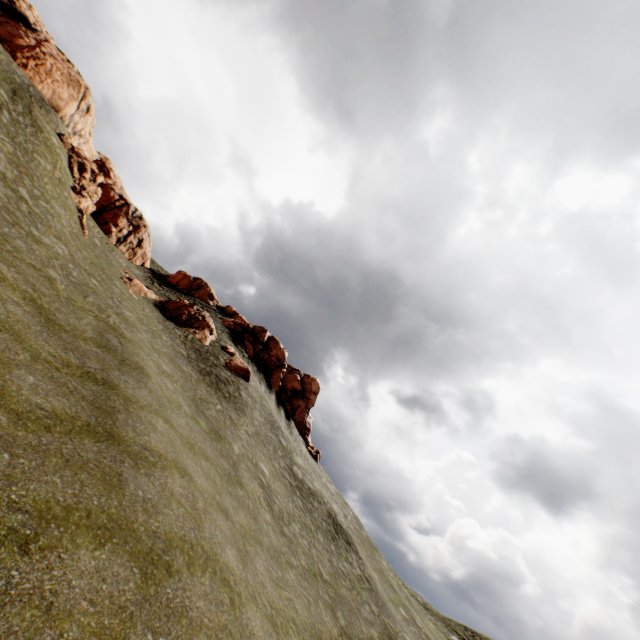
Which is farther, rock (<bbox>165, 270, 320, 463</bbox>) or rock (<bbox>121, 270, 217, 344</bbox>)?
rock (<bbox>165, 270, 320, 463</bbox>)

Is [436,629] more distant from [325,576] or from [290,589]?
[290,589]

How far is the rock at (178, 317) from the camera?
29.5 meters

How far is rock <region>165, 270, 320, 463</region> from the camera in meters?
40.9 m

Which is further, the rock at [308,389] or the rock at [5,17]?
the rock at [308,389]
